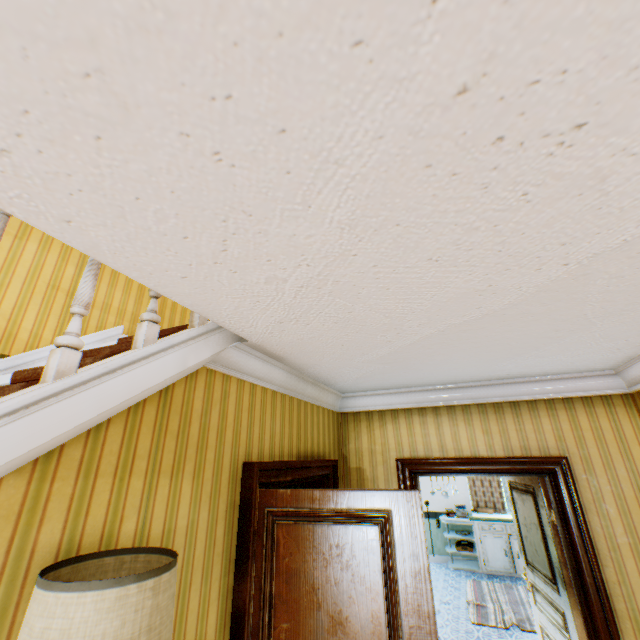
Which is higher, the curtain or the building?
the building

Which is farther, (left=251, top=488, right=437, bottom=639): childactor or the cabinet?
the cabinet

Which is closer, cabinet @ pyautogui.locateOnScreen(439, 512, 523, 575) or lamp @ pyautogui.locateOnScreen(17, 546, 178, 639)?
lamp @ pyautogui.locateOnScreen(17, 546, 178, 639)

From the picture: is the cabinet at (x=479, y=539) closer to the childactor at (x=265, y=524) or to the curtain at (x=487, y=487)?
the curtain at (x=487, y=487)

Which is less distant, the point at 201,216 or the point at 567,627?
the point at 201,216

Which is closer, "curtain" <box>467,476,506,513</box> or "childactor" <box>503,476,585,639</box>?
"childactor" <box>503,476,585,639</box>

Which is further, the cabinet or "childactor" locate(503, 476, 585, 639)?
the cabinet

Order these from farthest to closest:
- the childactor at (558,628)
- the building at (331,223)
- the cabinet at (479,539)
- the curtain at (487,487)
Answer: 1. the curtain at (487,487)
2. the cabinet at (479,539)
3. the childactor at (558,628)
4. the building at (331,223)
